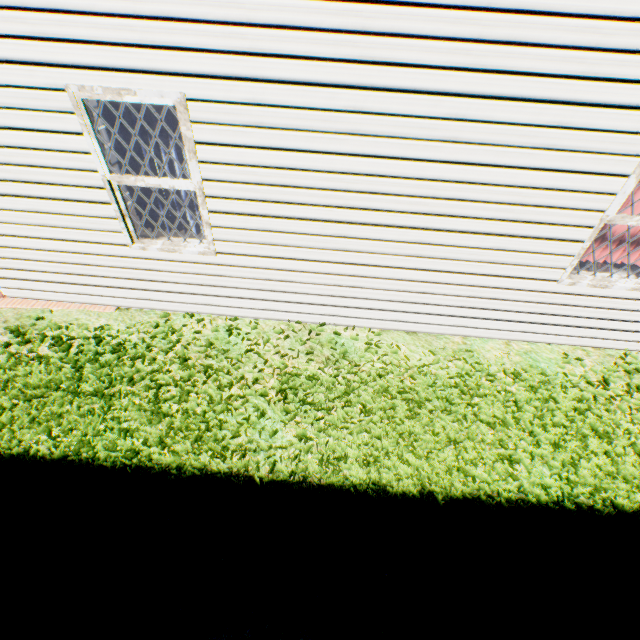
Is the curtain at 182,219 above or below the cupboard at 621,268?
above

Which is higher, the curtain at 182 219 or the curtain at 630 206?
the curtain at 630 206

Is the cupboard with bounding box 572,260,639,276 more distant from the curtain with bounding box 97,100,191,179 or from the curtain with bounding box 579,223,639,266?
the curtain with bounding box 97,100,191,179

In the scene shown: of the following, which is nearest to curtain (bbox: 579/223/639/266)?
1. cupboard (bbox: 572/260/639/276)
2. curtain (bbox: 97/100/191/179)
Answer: cupboard (bbox: 572/260/639/276)

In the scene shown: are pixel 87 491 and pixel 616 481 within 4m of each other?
no

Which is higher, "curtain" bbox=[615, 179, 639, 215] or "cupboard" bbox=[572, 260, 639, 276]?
"curtain" bbox=[615, 179, 639, 215]

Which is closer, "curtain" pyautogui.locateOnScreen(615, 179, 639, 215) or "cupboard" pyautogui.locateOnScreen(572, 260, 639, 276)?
"curtain" pyautogui.locateOnScreen(615, 179, 639, 215)
